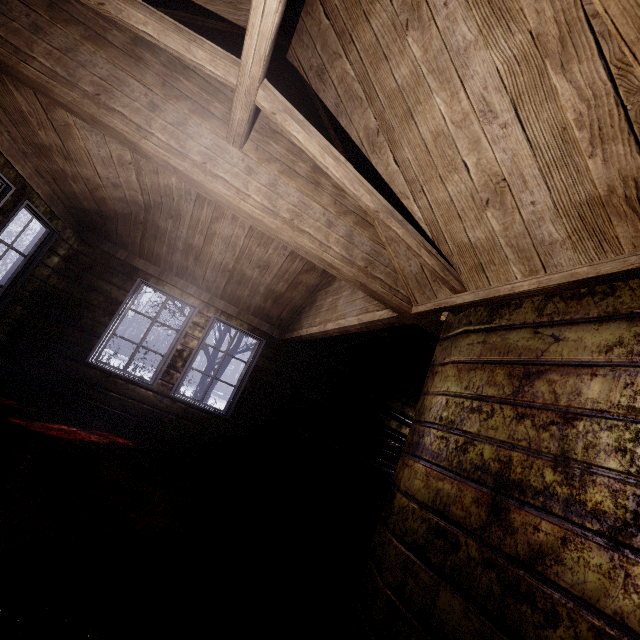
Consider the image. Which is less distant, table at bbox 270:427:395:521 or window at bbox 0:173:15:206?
window at bbox 0:173:15:206

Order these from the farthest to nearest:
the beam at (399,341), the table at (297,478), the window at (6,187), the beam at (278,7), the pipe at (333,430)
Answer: the pipe at (333,430) < the table at (297,478) < the beam at (399,341) < the window at (6,187) < the beam at (278,7)

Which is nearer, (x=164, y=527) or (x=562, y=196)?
(x=562, y=196)

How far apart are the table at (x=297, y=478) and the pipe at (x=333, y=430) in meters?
0.1 m

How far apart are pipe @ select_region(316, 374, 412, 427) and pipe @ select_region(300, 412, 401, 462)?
0.4m

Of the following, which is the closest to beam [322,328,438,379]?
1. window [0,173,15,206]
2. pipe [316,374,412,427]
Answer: pipe [316,374,412,427]

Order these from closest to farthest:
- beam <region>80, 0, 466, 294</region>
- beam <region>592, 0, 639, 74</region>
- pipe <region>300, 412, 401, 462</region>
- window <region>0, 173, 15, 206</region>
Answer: beam <region>592, 0, 639, 74</region>, beam <region>80, 0, 466, 294</region>, window <region>0, 173, 15, 206</region>, pipe <region>300, 412, 401, 462</region>

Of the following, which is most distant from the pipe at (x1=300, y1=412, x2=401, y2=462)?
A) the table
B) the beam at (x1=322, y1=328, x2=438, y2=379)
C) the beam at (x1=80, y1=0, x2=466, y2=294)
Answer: the beam at (x1=80, y1=0, x2=466, y2=294)
